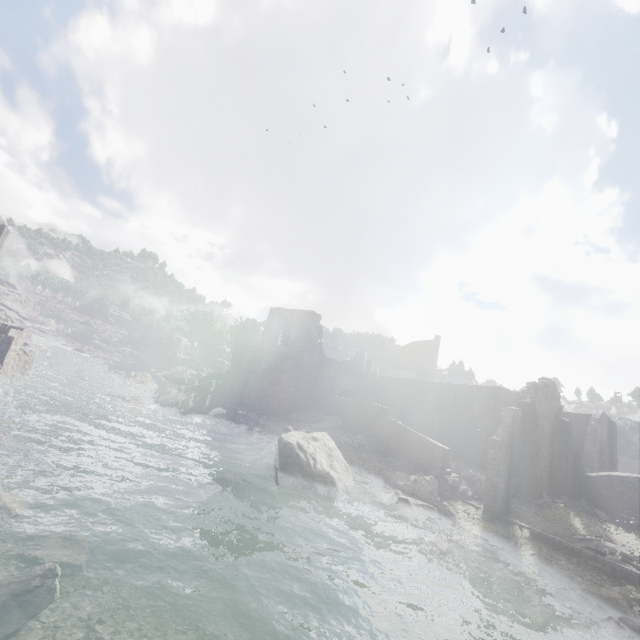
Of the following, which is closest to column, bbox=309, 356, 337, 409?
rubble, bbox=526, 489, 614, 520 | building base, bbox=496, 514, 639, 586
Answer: rubble, bbox=526, 489, 614, 520

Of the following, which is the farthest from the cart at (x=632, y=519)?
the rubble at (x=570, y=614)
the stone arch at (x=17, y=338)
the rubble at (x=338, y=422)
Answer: the stone arch at (x=17, y=338)

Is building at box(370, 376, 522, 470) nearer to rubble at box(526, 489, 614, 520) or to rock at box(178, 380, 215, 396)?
rubble at box(526, 489, 614, 520)

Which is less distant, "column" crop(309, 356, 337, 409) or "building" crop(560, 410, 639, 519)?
"building" crop(560, 410, 639, 519)

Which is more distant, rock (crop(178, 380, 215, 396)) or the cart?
rock (crop(178, 380, 215, 396))

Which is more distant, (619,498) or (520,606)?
(619,498)

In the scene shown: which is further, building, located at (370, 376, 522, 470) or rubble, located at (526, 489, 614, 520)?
building, located at (370, 376, 522, 470)

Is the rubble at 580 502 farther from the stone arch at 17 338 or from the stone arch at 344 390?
the stone arch at 17 338
